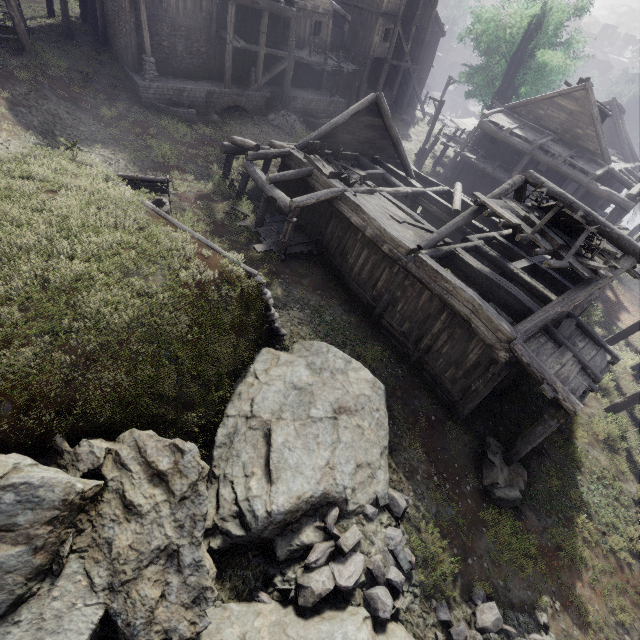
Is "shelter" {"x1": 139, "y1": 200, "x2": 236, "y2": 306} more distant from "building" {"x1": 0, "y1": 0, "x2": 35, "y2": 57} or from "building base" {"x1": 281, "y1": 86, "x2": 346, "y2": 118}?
"building base" {"x1": 281, "y1": 86, "x2": 346, "y2": 118}

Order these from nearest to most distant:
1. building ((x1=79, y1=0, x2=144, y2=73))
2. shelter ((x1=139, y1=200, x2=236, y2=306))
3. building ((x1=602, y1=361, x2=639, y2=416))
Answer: shelter ((x1=139, y1=200, x2=236, y2=306))
building ((x1=602, y1=361, x2=639, y2=416))
building ((x1=79, y1=0, x2=144, y2=73))

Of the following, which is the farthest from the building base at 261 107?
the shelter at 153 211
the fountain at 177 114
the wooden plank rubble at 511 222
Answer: the wooden plank rubble at 511 222

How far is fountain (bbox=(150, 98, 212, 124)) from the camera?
19.5 meters

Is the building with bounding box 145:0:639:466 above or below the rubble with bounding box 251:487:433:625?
above

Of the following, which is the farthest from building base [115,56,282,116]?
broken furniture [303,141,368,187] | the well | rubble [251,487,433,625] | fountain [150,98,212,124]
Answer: rubble [251,487,433,625]

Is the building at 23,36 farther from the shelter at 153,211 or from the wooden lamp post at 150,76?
the shelter at 153,211

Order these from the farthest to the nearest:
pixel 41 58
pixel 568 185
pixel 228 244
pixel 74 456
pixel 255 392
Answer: pixel 568 185 < pixel 41 58 < pixel 228 244 < pixel 255 392 < pixel 74 456
